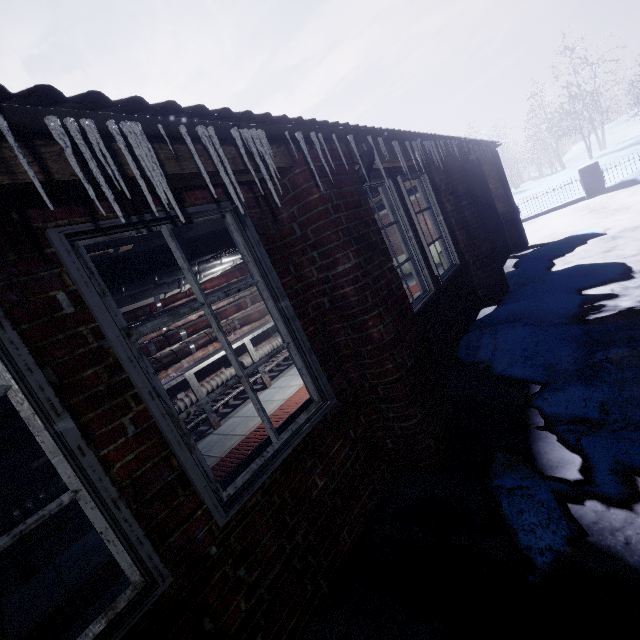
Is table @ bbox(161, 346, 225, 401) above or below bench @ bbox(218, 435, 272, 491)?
above

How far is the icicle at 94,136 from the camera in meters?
0.9 m

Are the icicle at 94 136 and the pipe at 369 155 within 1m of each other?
no

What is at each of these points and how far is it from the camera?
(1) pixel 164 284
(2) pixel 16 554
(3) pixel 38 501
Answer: (1) pipe, 3.3 meters
(2) table, 2.7 meters
(3) pipe, 3.2 meters

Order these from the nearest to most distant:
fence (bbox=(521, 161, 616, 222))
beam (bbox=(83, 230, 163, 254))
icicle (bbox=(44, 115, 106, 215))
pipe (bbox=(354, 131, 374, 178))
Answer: icicle (bbox=(44, 115, 106, 215)) → pipe (bbox=(354, 131, 374, 178)) → beam (bbox=(83, 230, 163, 254)) → fence (bbox=(521, 161, 616, 222))

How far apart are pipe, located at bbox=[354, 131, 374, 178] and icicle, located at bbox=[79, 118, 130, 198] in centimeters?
160cm

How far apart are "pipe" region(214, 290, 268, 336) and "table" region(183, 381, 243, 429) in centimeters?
11cm

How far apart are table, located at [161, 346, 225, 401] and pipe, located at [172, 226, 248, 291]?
1.0 meters
